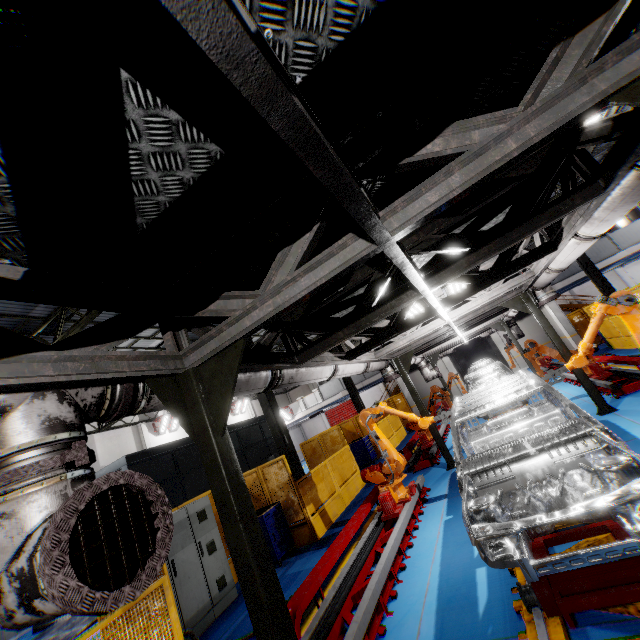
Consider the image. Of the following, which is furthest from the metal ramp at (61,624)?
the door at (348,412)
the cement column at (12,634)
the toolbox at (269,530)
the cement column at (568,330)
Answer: the door at (348,412)

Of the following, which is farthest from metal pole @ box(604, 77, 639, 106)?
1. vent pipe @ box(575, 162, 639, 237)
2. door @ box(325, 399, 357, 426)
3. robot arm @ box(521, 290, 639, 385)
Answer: door @ box(325, 399, 357, 426)

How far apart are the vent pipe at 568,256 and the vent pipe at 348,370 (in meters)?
3.64

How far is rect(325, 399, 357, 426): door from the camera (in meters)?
37.22

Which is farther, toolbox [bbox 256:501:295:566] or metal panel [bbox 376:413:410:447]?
metal panel [bbox 376:413:410:447]

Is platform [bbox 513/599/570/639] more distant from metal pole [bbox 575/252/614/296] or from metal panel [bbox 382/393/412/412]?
metal pole [bbox 575/252/614/296]

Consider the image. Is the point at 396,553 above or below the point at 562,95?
below

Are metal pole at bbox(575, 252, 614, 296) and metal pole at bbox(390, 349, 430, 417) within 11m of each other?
no
